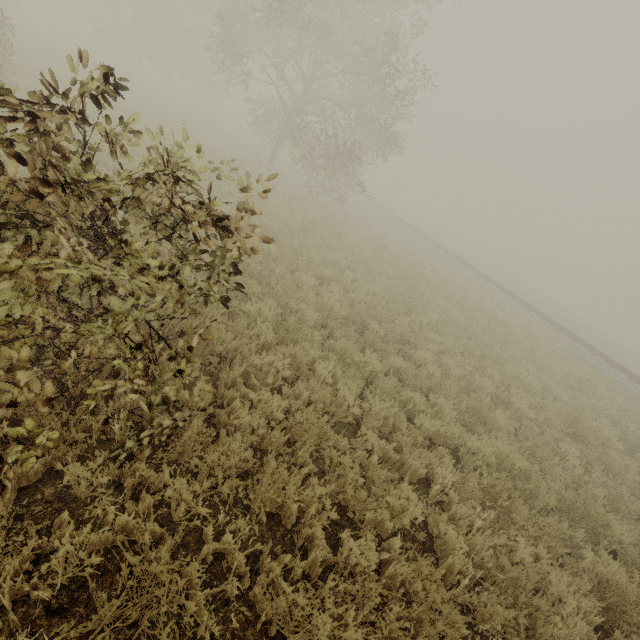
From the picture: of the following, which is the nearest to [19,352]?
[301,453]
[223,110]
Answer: [301,453]
